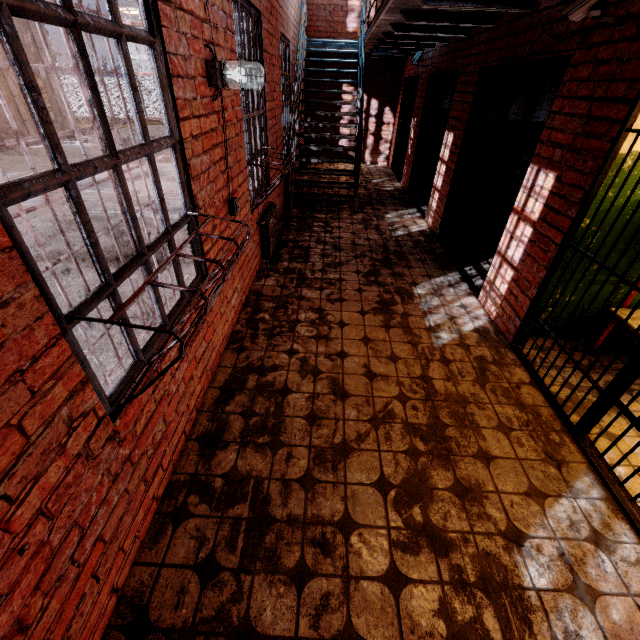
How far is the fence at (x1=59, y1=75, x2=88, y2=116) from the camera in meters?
25.4

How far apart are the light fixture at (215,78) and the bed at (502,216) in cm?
398

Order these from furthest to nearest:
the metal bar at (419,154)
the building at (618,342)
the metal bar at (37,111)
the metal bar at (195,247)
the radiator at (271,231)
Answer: the metal bar at (419,154)
the radiator at (271,231)
the building at (618,342)
the metal bar at (195,247)
the metal bar at (37,111)

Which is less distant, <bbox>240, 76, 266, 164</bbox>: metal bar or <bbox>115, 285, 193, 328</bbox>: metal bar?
<bbox>115, 285, 193, 328</bbox>: metal bar

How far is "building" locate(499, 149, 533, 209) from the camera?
5.1 meters

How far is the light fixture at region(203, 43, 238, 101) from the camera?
2.29m

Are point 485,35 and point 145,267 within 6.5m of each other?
yes

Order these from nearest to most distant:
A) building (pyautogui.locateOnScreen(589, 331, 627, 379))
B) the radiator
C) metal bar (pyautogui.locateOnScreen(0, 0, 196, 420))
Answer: metal bar (pyautogui.locateOnScreen(0, 0, 196, 420))
building (pyautogui.locateOnScreen(589, 331, 627, 379))
the radiator
